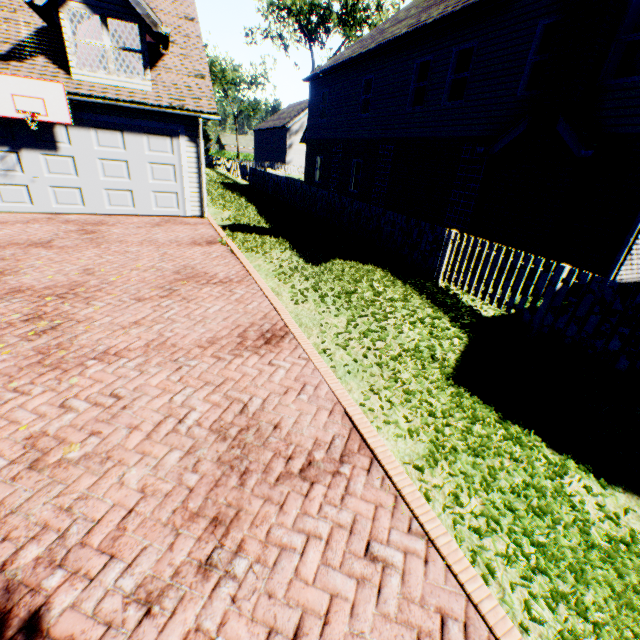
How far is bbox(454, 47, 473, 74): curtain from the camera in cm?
1052

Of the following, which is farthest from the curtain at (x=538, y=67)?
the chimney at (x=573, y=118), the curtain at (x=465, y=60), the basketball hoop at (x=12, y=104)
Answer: the basketball hoop at (x=12, y=104)

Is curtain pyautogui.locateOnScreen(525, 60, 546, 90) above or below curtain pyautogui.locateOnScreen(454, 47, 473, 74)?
below

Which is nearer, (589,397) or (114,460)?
(114,460)

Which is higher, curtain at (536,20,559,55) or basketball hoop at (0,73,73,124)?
curtain at (536,20,559,55)

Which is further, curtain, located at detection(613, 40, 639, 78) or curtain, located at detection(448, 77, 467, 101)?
curtain, located at detection(448, 77, 467, 101)

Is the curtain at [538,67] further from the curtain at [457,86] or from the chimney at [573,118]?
the curtain at [457,86]
